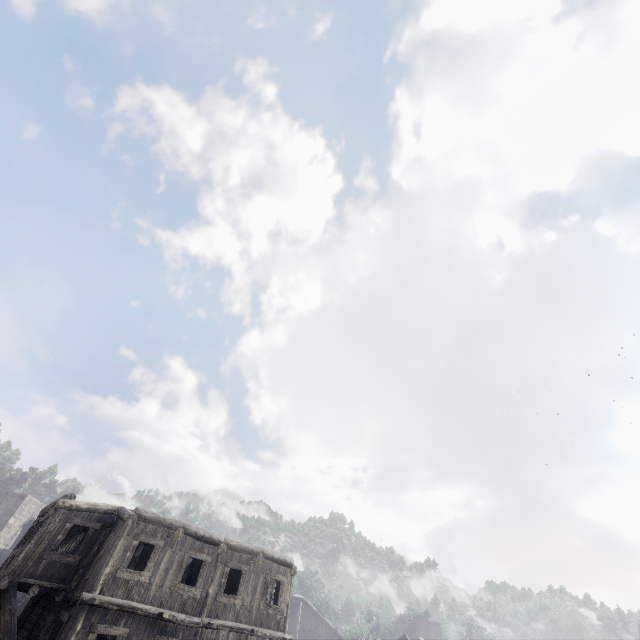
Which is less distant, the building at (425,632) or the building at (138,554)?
the building at (138,554)

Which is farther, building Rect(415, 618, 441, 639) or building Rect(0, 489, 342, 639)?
building Rect(415, 618, 441, 639)

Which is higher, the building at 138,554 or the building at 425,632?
the building at 425,632

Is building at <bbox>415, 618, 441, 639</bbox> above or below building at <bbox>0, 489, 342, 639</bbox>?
above

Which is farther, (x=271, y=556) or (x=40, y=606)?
(x=271, y=556)
